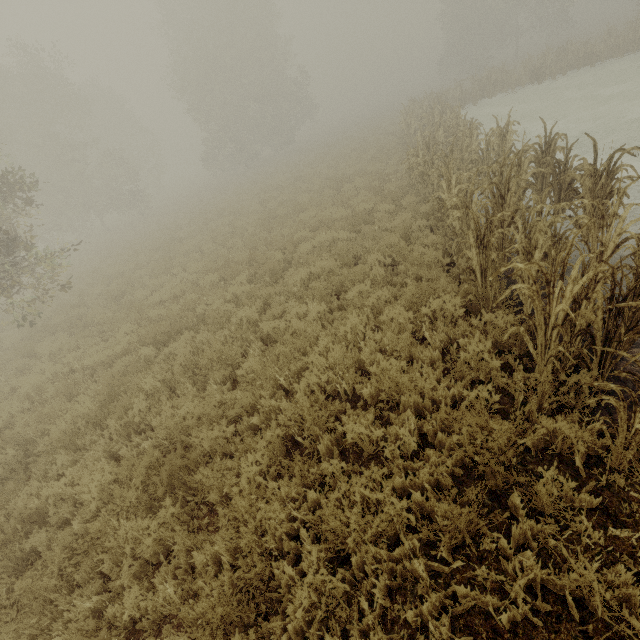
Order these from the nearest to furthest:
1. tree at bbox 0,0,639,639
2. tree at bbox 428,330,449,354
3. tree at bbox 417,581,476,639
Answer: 1. tree at bbox 417,581,476,639
2. tree at bbox 0,0,639,639
3. tree at bbox 428,330,449,354

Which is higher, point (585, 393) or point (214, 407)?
point (214, 407)

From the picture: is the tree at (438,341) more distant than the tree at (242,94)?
Yes

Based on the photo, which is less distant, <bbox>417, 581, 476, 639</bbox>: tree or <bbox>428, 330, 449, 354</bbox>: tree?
<bbox>417, 581, 476, 639</bbox>: tree

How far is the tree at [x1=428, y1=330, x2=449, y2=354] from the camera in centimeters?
502cm

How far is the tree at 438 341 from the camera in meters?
5.0
